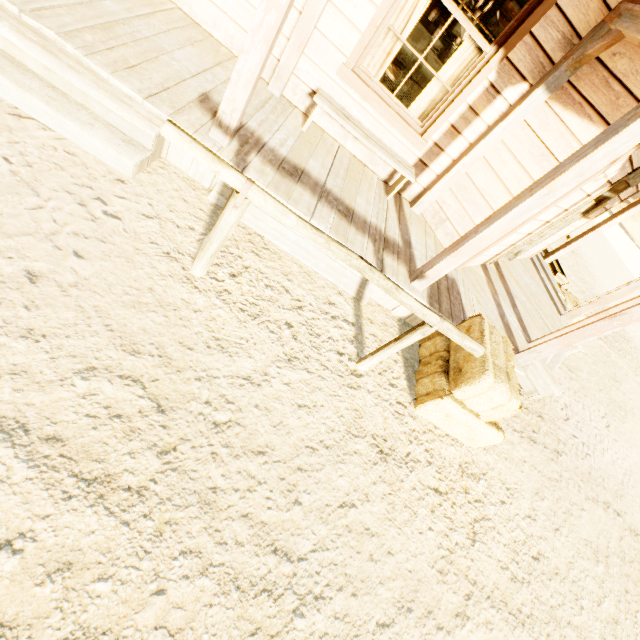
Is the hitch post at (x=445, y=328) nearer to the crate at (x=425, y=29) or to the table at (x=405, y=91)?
the table at (x=405, y=91)

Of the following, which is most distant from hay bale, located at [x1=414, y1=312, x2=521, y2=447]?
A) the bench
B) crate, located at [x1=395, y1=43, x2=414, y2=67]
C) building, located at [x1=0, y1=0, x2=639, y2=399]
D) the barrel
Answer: the barrel

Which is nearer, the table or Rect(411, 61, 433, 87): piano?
the table

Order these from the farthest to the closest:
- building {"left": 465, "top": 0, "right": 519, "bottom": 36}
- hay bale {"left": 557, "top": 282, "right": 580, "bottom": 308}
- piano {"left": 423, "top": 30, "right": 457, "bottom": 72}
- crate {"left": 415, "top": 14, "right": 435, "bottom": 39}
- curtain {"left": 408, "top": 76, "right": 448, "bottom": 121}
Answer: crate {"left": 415, "top": 14, "right": 435, "bottom": 39} < piano {"left": 423, "top": 30, "right": 457, "bottom": 72} < hay bale {"left": 557, "top": 282, "right": 580, "bottom": 308} < building {"left": 465, "top": 0, "right": 519, "bottom": 36} < curtain {"left": 408, "top": 76, "right": 448, "bottom": 121}

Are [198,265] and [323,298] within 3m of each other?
yes

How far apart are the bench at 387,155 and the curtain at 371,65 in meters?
0.5

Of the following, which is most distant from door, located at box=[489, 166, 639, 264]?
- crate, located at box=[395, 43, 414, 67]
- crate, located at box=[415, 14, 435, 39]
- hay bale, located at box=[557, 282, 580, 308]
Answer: crate, located at box=[415, 14, 435, 39]

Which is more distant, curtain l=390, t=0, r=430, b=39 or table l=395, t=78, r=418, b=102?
table l=395, t=78, r=418, b=102
